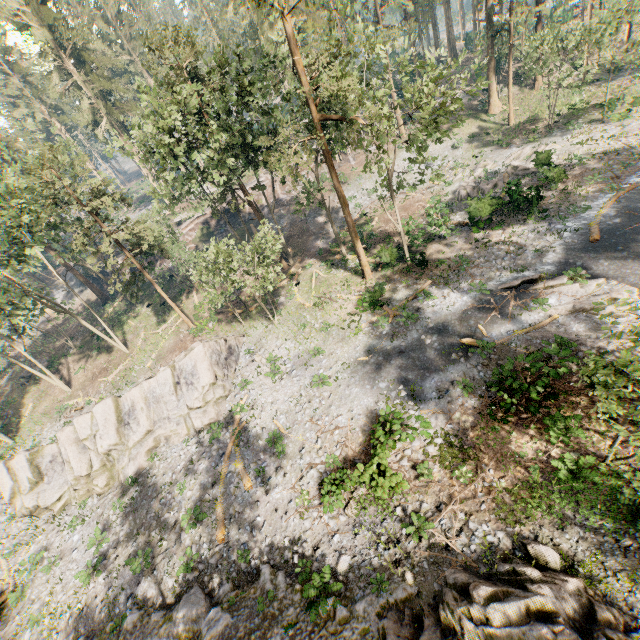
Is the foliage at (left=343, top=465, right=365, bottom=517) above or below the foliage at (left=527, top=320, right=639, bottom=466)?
below

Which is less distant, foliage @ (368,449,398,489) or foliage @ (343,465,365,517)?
foliage @ (368,449,398,489)

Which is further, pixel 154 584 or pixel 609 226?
pixel 609 226

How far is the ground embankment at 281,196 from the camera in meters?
44.7 m

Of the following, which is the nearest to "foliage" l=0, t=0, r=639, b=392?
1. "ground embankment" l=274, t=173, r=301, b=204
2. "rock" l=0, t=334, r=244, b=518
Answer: "ground embankment" l=274, t=173, r=301, b=204

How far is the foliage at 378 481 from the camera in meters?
13.3 m
